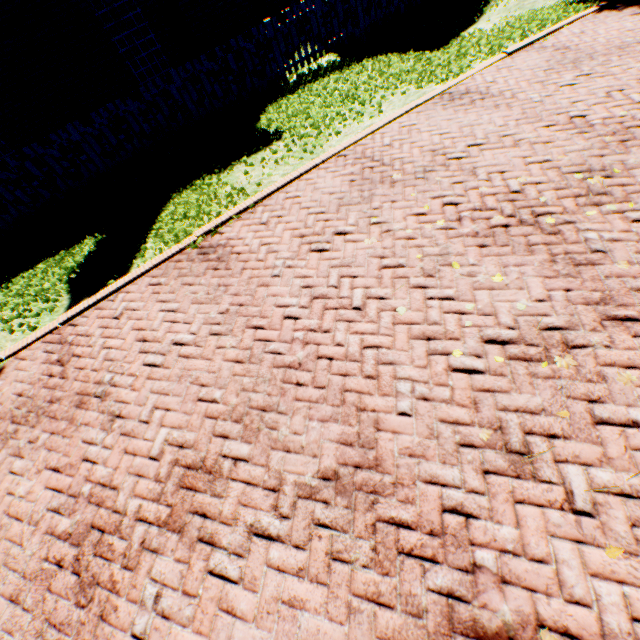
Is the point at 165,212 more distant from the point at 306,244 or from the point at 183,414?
the point at 183,414
